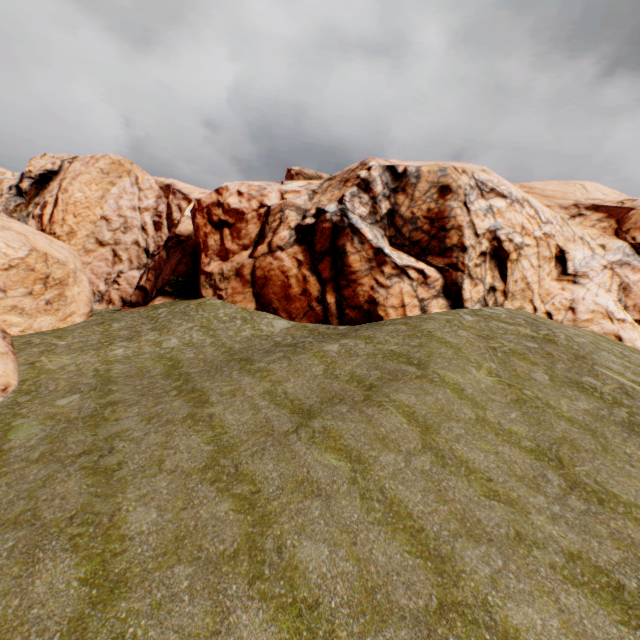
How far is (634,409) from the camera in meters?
13.6
